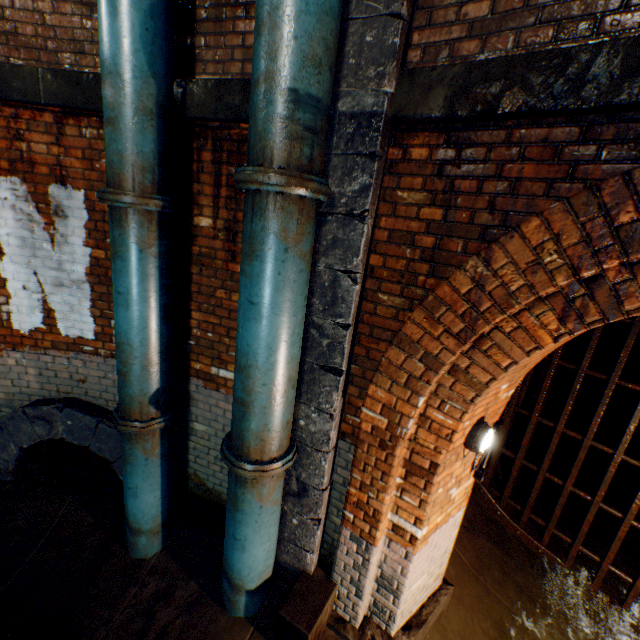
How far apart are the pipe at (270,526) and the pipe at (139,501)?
0.78m

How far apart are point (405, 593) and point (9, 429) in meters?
4.6 m

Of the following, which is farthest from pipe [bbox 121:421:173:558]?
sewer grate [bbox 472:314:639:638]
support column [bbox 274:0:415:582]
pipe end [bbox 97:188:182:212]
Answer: sewer grate [bbox 472:314:639:638]

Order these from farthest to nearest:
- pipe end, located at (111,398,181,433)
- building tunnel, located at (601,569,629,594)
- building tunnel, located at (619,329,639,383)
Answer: building tunnel, located at (619,329,639,383), building tunnel, located at (601,569,629,594), pipe end, located at (111,398,181,433)

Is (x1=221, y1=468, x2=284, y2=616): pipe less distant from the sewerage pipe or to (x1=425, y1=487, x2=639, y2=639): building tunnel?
the sewerage pipe

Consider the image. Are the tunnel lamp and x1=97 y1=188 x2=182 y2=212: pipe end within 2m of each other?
no

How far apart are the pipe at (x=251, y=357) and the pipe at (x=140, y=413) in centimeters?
79cm

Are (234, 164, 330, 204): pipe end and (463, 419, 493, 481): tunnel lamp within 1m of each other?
no
